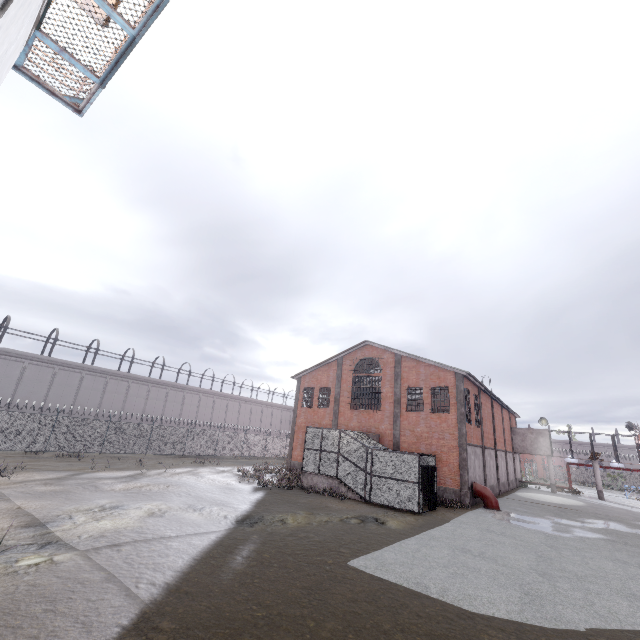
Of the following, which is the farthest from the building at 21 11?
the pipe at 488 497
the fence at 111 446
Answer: the pipe at 488 497

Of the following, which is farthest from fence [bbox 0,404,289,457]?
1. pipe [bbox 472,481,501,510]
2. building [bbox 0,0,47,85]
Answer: pipe [bbox 472,481,501,510]

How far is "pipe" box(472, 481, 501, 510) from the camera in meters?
21.5

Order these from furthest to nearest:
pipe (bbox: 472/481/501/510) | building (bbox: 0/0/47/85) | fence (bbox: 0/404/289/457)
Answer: fence (bbox: 0/404/289/457) → pipe (bbox: 472/481/501/510) → building (bbox: 0/0/47/85)

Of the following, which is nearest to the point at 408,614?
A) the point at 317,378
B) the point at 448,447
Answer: the point at 448,447

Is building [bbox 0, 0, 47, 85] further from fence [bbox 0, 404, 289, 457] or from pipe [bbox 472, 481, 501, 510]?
pipe [bbox 472, 481, 501, 510]

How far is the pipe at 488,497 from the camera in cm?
2148
